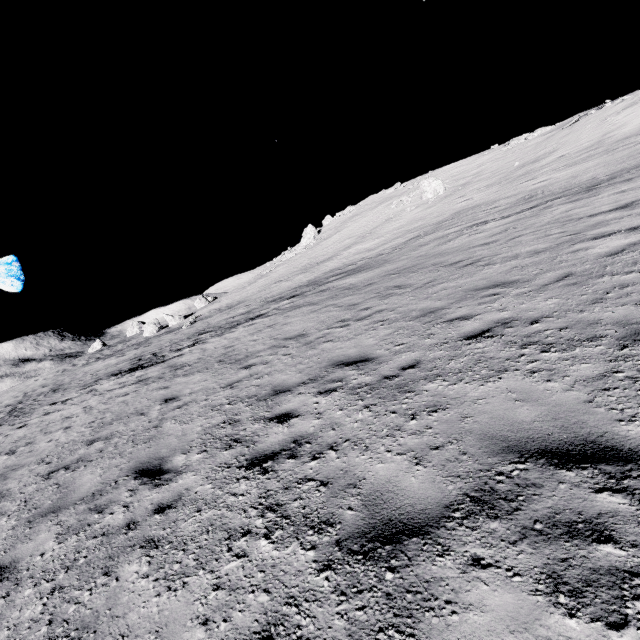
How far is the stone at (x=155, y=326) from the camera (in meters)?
48.27

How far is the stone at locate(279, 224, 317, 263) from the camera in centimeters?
5338cm

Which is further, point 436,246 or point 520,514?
point 436,246

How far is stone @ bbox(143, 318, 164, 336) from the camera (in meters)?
48.27

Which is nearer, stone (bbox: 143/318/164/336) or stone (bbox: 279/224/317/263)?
stone (bbox: 143/318/164/336)

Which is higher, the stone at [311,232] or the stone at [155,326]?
the stone at [311,232]

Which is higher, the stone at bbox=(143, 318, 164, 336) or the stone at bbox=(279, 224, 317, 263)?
the stone at bbox=(279, 224, 317, 263)
